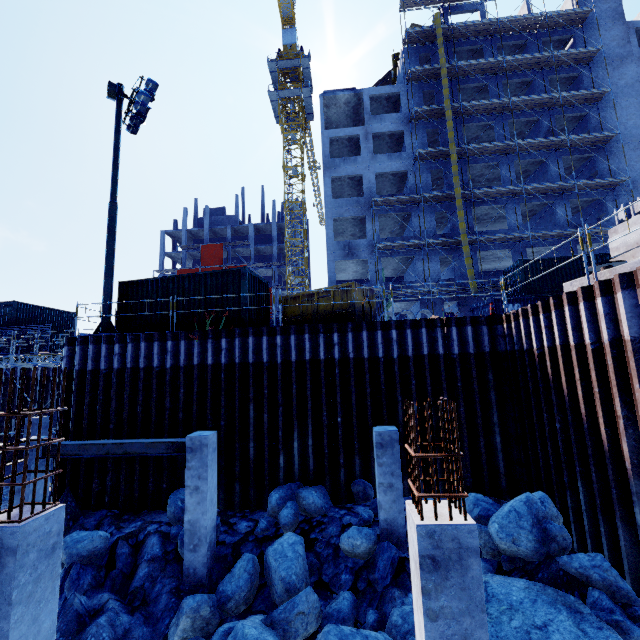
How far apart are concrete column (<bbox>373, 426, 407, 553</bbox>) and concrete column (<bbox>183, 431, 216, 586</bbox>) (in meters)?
4.35

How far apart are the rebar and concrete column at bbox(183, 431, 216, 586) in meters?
6.3

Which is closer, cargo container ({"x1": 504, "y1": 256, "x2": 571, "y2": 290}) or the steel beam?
the steel beam

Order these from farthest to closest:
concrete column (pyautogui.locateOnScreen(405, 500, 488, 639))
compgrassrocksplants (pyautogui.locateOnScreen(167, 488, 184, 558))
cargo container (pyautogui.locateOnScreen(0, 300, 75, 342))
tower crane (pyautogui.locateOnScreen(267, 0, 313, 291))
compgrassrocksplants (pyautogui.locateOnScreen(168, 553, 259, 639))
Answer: tower crane (pyautogui.locateOnScreen(267, 0, 313, 291)) → cargo container (pyautogui.locateOnScreen(0, 300, 75, 342)) → compgrassrocksplants (pyautogui.locateOnScreen(167, 488, 184, 558)) → compgrassrocksplants (pyautogui.locateOnScreen(168, 553, 259, 639)) → concrete column (pyautogui.locateOnScreen(405, 500, 488, 639))

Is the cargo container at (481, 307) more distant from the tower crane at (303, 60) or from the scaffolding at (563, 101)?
the tower crane at (303, 60)

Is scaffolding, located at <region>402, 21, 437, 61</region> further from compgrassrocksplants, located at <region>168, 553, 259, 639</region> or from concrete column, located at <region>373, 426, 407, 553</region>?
compgrassrocksplants, located at <region>168, 553, 259, 639</region>

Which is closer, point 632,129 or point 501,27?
point 632,129

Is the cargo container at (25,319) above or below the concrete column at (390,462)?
above
